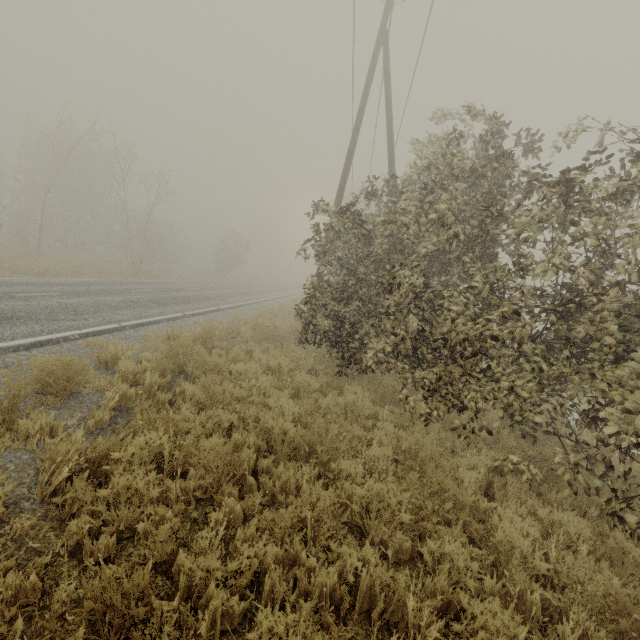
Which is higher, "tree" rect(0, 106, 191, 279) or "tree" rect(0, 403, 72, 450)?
"tree" rect(0, 106, 191, 279)

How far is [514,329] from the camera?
4.0m

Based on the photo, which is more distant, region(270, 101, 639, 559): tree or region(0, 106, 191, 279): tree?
region(0, 106, 191, 279): tree

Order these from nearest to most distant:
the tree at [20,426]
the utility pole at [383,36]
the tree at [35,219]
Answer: the tree at [20,426], the utility pole at [383,36], the tree at [35,219]

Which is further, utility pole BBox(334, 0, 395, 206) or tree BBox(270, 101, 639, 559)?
utility pole BBox(334, 0, 395, 206)

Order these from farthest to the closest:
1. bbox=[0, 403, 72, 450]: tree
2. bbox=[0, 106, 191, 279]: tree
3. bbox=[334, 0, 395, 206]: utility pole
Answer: bbox=[0, 106, 191, 279]: tree, bbox=[334, 0, 395, 206]: utility pole, bbox=[0, 403, 72, 450]: tree

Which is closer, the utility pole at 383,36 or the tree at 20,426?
the tree at 20,426
